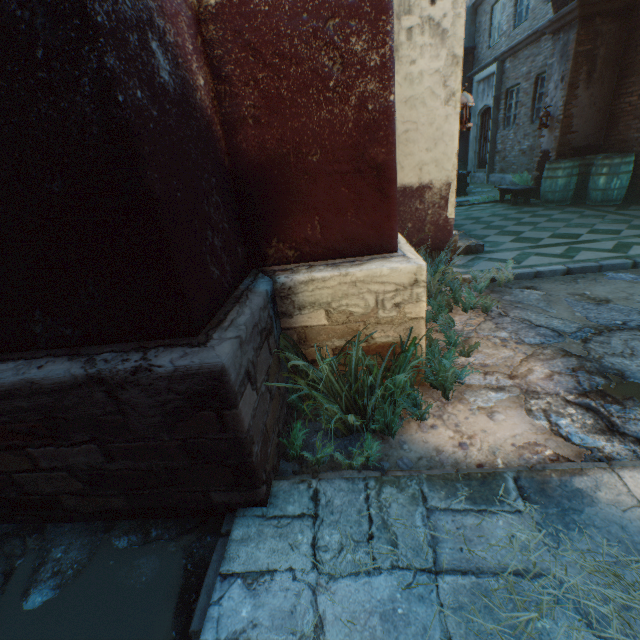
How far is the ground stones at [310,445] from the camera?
2.0m

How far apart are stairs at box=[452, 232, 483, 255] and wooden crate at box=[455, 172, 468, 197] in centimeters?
523cm

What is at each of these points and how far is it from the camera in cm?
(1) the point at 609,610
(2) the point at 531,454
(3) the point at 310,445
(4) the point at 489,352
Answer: (1) straw, 109
(2) ground stones, 176
(3) ground stones, 201
(4) ground stones, 266

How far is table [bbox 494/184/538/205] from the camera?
8.07m

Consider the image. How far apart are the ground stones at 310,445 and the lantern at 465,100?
3.8 meters

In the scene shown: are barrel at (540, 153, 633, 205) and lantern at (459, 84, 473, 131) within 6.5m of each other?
yes

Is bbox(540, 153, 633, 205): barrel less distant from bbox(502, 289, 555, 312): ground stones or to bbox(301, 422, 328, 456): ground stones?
bbox(502, 289, 555, 312): ground stones

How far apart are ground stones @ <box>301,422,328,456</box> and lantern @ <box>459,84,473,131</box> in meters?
3.8
